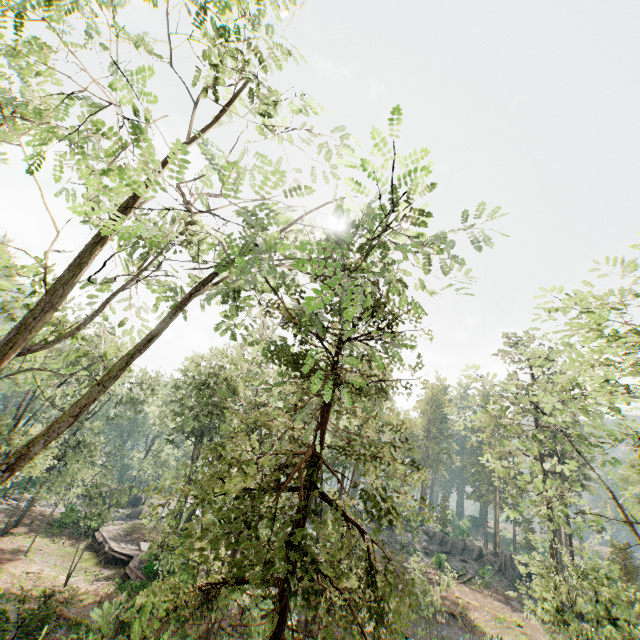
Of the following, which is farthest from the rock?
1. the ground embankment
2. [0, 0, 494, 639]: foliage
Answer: the ground embankment

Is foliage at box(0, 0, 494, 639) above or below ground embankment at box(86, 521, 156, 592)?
above

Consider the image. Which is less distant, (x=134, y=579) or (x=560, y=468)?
(x=560, y=468)

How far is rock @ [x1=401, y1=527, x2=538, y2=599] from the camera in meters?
40.3 m

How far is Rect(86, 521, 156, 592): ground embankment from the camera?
22.95m

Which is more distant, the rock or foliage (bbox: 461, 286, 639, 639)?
the rock

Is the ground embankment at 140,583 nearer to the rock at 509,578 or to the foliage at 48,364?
the foliage at 48,364
